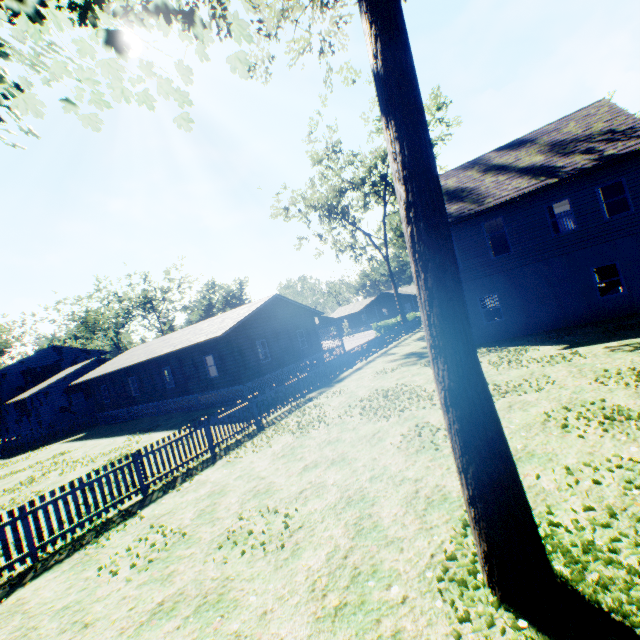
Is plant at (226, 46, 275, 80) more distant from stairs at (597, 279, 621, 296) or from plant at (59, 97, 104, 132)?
stairs at (597, 279, 621, 296)

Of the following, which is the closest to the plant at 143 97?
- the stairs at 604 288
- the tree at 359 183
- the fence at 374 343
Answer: the fence at 374 343

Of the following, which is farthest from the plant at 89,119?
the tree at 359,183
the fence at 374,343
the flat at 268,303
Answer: the flat at 268,303

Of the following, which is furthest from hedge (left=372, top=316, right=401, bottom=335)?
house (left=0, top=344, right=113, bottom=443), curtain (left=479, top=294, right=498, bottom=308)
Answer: house (left=0, top=344, right=113, bottom=443)

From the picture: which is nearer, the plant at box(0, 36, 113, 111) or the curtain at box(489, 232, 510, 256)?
the plant at box(0, 36, 113, 111)

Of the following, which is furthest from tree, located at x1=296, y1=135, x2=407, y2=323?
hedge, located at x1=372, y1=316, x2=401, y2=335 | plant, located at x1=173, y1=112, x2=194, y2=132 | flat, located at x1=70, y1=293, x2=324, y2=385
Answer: plant, located at x1=173, y1=112, x2=194, y2=132

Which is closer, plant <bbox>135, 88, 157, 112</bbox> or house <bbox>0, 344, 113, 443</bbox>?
plant <bbox>135, 88, 157, 112</bbox>

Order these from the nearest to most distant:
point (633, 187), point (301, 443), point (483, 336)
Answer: point (301, 443), point (633, 187), point (483, 336)
